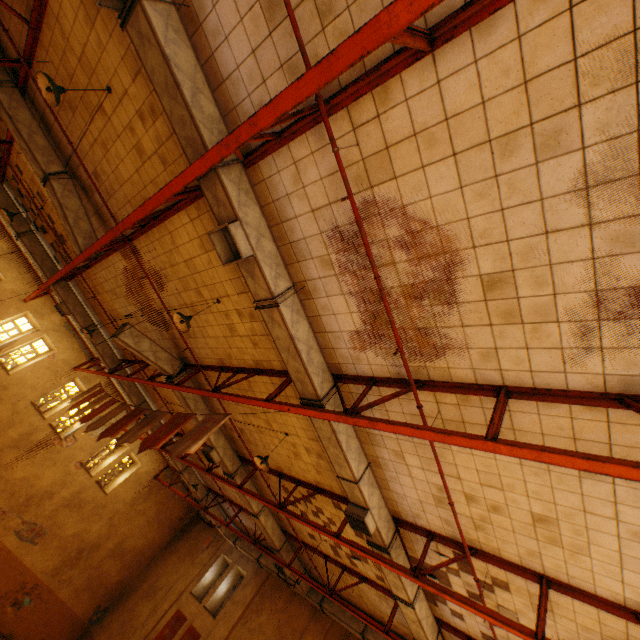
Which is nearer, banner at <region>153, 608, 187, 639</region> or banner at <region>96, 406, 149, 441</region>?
banner at <region>96, 406, 149, 441</region>

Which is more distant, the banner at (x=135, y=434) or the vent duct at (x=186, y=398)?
the vent duct at (x=186, y=398)

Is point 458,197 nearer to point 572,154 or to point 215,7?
point 572,154

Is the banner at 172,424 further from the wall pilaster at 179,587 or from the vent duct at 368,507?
the wall pilaster at 179,587

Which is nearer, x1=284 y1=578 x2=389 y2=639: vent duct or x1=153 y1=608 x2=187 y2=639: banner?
x1=284 y1=578 x2=389 y2=639: vent duct

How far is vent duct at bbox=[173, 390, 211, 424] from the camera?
9.9m

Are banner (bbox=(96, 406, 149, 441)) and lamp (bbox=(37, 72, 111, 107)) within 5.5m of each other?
no

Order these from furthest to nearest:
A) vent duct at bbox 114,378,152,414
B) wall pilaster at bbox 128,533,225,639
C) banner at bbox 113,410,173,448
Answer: wall pilaster at bbox 128,533,225,639
vent duct at bbox 114,378,152,414
banner at bbox 113,410,173,448
